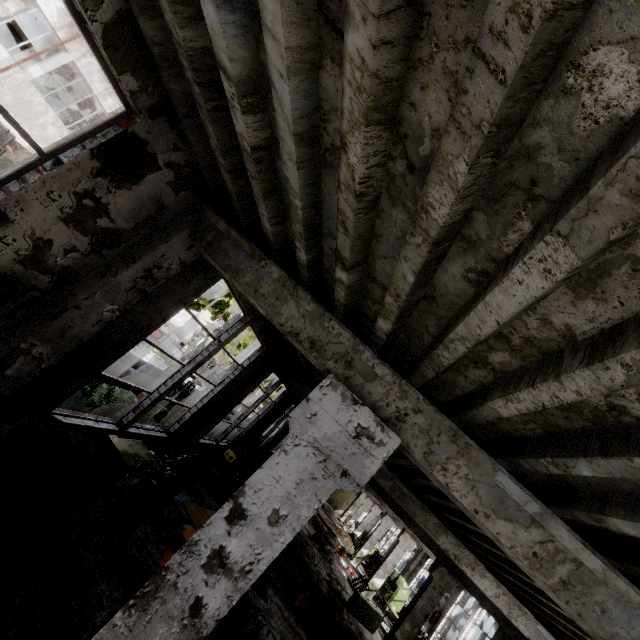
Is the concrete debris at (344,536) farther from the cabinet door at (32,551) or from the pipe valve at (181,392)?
the cabinet door at (32,551)

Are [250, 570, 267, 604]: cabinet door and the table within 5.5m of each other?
yes

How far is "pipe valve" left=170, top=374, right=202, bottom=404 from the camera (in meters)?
11.12

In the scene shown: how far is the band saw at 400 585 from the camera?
18.45m

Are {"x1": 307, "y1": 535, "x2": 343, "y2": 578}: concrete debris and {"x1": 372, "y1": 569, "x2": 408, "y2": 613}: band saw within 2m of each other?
no

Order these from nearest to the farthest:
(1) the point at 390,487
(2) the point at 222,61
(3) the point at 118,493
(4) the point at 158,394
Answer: (2) the point at 222,61, (3) the point at 118,493, (4) the point at 158,394, (1) the point at 390,487

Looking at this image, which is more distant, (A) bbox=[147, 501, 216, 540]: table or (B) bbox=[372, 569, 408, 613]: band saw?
(B) bbox=[372, 569, 408, 613]: band saw

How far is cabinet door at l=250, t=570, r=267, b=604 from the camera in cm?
798
